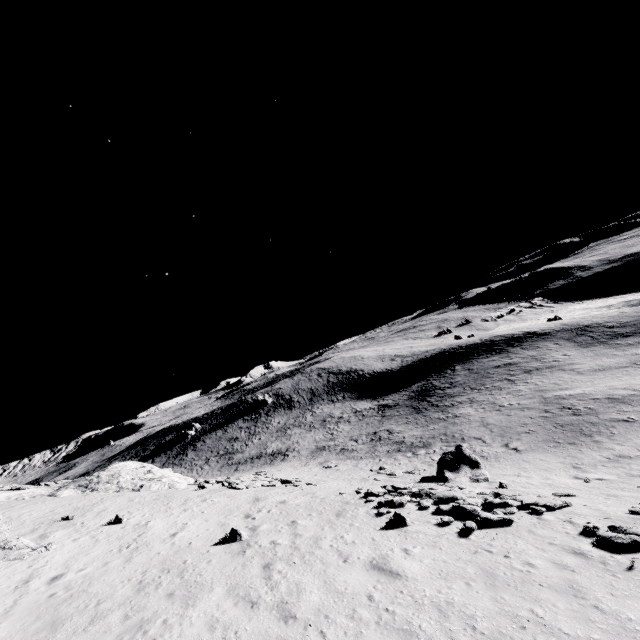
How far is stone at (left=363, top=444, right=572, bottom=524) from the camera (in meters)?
12.93

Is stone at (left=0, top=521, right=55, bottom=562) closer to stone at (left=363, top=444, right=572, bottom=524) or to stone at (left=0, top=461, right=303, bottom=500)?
stone at (left=0, top=461, right=303, bottom=500)

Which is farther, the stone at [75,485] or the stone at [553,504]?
the stone at [75,485]

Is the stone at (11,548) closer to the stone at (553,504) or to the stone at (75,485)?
the stone at (75,485)

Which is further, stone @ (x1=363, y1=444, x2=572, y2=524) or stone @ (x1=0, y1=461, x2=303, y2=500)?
stone @ (x1=0, y1=461, x2=303, y2=500)

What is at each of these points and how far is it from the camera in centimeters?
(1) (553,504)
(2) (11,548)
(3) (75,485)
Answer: (1) stone, 1302cm
(2) stone, 1320cm
(3) stone, 2545cm

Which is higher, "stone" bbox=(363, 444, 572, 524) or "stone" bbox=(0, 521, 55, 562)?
"stone" bbox=(0, 521, 55, 562)

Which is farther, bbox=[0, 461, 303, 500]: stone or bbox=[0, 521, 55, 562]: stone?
bbox=[0, 461, 303, 500]: stone
